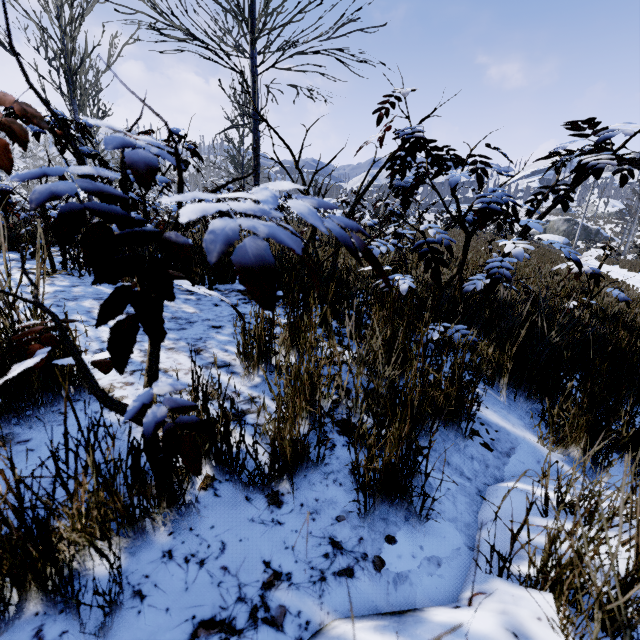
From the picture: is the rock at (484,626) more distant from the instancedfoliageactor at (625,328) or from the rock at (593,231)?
the rock at (593,231)

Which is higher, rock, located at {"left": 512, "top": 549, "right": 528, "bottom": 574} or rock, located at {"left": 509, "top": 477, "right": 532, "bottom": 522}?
rock, located at {"left": 512, "top": 549, "right": 528, "bottom": 574}

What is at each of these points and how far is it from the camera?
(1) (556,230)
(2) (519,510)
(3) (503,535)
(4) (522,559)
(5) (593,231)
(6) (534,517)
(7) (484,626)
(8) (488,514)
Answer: (1) rock, 43.5m
(2) rock, 1.1m
(3) rock, 1.0m
(4) rock, 0.9m
(5) rock, 41.8m
(6) rock, 1.0m
(7) rock, 0.7m
(8) rock, 1.1m

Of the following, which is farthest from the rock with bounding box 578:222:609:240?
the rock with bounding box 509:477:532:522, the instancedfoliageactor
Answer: the rock with bounding box 509:477:532:522

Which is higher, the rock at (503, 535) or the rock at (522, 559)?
the rock at (522, 559)

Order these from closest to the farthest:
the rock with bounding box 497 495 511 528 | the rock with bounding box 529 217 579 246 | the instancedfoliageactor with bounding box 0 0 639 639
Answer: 1. the instancedfoliageactor with bounding box 0 0 639 639
2. the rock with bounding box 497 495 511 528
3. the rock with bounding box 529 217 579 246

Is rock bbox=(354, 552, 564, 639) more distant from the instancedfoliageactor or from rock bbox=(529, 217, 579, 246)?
rock bbox=(529, 217, 579, 246)
